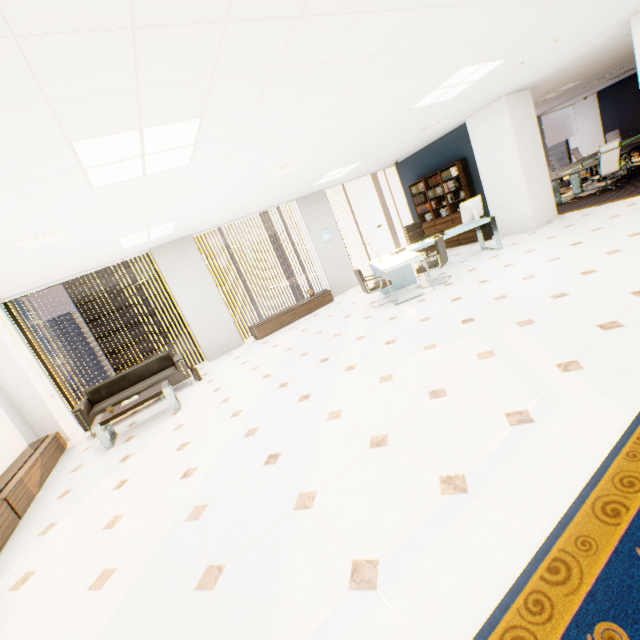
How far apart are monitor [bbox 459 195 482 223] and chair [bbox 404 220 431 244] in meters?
1.2 m

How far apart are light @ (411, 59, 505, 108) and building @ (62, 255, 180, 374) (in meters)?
61.27

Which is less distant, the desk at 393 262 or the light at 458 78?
the light at 458 78

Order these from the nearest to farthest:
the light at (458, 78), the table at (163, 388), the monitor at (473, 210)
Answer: the light at (458, 78), the table at (163, 388), the monitor at (473, 210)

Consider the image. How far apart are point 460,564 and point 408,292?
5.6m

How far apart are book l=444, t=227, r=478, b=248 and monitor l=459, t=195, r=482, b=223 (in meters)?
1.49

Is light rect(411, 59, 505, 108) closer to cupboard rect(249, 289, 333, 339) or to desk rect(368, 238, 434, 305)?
desk rect(368, 238, 434, 305)

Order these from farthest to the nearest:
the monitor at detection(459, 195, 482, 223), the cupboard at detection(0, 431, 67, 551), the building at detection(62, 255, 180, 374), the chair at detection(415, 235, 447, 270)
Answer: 1. the building at detection(62, 255, 180, 374)
2. the monitor at detection(459, 195, 482, 223)
3. the chair at detection(415, 235, 447, 270)
4. the cupboard at detection(0, 431, 67, 551)
